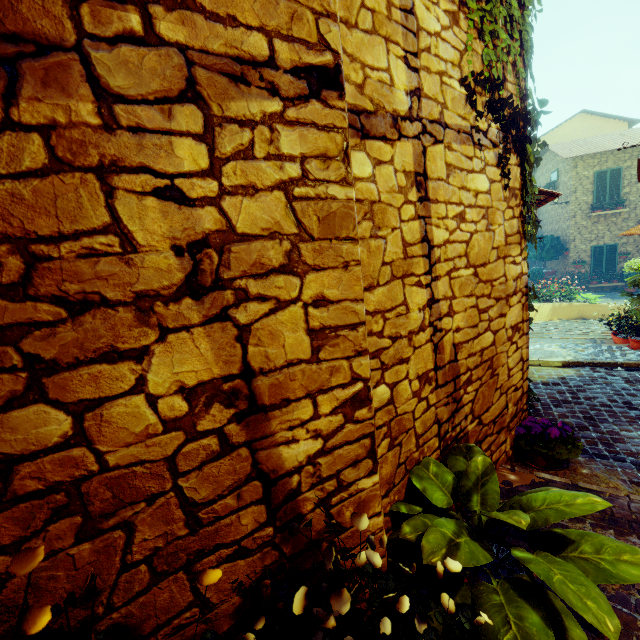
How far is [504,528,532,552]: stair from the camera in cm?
213

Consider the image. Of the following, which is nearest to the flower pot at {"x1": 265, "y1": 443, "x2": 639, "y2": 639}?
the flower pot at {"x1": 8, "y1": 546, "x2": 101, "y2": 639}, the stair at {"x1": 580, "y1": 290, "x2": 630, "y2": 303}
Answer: the flower pot at {"x1": 8, "y1": 546, "x2": 101, "y2": 639}

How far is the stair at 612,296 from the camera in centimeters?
1420cm

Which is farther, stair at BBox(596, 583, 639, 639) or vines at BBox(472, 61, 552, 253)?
vines at BBox(472, 61, 552, 253)

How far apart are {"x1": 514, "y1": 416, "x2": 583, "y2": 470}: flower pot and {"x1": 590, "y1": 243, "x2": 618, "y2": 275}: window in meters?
18.9

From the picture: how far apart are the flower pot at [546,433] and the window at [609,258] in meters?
18.9 m

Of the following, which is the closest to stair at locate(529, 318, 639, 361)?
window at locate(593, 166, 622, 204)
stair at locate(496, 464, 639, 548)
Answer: stair at locate(496, 464, 639, 548)

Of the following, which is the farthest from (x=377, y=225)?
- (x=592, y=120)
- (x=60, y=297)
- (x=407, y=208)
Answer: (x=592, y=120)
